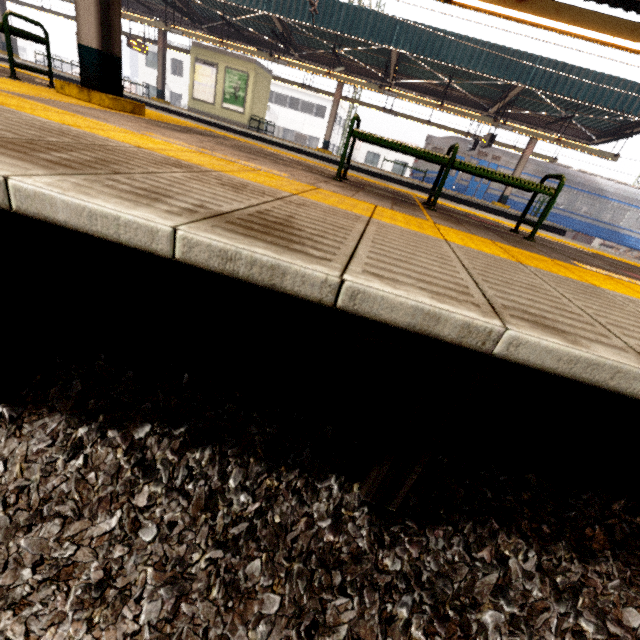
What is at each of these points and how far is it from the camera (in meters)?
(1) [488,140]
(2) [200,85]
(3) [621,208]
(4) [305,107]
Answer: (1) sign, 13.88
(2) sign, 16.38
(3) train, 18.64
(4) window, 34.22

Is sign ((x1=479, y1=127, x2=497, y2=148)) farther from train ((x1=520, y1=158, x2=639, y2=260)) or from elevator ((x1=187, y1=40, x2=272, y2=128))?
elevator ((x1=187, y1=40, x2=272, y2=128))

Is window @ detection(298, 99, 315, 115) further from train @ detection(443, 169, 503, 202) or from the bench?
the bench

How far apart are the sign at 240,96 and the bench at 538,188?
15.6 meters

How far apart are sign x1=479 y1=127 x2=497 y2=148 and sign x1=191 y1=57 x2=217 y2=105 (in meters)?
13.31

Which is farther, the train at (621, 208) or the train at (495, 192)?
the train at (495, 192)

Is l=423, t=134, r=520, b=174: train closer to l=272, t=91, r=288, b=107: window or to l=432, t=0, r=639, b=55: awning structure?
l=432, t=0, r=639, b=55: awning structure

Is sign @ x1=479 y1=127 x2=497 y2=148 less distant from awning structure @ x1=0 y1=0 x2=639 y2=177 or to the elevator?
awning structure @ x1=0 y1=0 x2=639 y2=177
